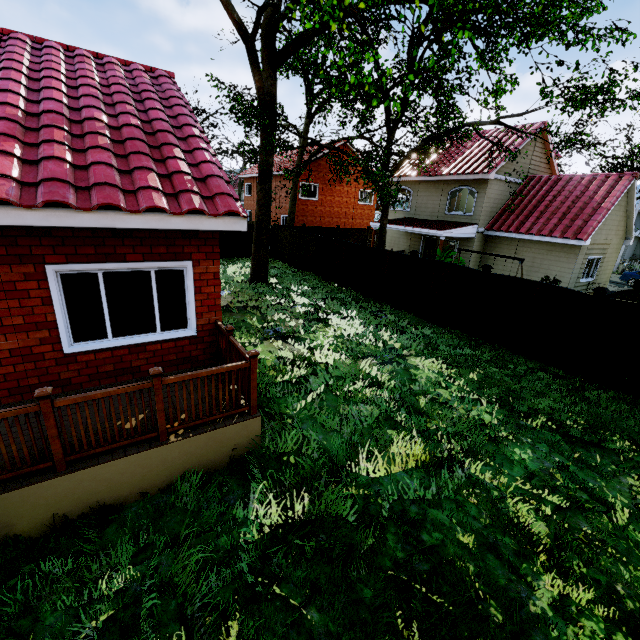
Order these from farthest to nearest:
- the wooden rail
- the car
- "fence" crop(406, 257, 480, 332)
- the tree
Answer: the car, "fence" crop(406, 257, 480, 332), the tree, the wooden rail

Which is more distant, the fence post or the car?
the car

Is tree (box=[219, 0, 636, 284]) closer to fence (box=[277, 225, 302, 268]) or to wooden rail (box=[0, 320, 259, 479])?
fence (box=[277, 225, 302, 268])

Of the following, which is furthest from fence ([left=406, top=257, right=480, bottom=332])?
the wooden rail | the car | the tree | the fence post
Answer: the tree

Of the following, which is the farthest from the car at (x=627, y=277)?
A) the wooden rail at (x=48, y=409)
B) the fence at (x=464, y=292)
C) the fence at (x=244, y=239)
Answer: the wooden rail at (x=48, y=409)

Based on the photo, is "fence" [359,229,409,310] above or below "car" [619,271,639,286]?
below

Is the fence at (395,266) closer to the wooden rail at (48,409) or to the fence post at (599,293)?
the fence post at (599,293)

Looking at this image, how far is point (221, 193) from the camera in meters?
5.3 m
